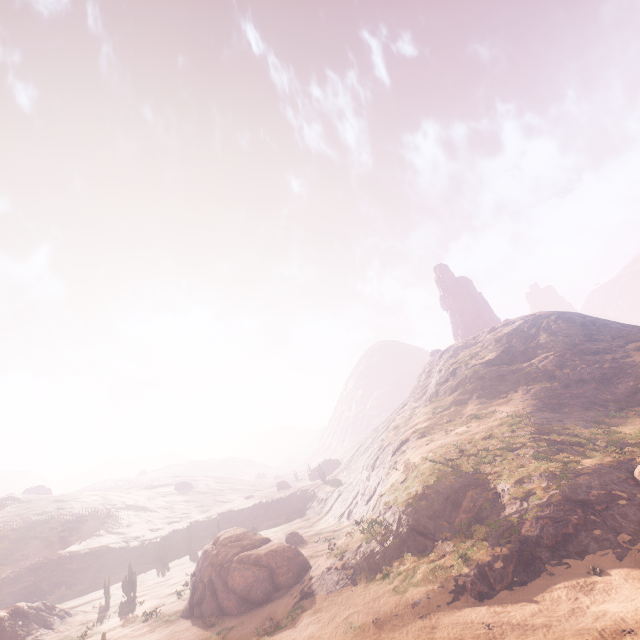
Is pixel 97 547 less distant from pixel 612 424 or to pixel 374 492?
pixel 374 492

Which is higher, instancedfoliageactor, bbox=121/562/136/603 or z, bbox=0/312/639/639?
instancedfoliageactor, bbox=121/562/136/603

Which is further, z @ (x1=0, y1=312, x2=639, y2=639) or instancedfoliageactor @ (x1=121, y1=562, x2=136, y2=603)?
instancedfoliageactor @ (x1=121, y1=562, x2=136, y2=603)

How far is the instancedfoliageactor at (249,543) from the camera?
24.5m

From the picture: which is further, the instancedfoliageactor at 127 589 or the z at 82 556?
the instancedfoliageactor at 127 589

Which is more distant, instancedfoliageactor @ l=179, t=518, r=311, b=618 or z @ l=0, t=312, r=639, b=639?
instancedfoliageactor @ l=179, t=518, r=311, b=618

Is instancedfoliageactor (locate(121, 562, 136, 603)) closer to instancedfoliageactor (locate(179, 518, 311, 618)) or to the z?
instancedfoliageactor (locate(179, 518, 311, 618))

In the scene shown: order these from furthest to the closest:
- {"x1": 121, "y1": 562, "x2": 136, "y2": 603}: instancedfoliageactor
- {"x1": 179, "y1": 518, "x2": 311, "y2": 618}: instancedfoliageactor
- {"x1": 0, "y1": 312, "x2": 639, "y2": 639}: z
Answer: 1. {"x1": 121, "y1": 562, "x2": 136, "y2": 603}: instancedfoliageactor
2. {"x1": 179, "y1": 518, "x2": 311, "y2": 618}: instancedfoliageactor
3. {"x1": 0, "y1": 312, "x2": 639, "y2": 639}: z
